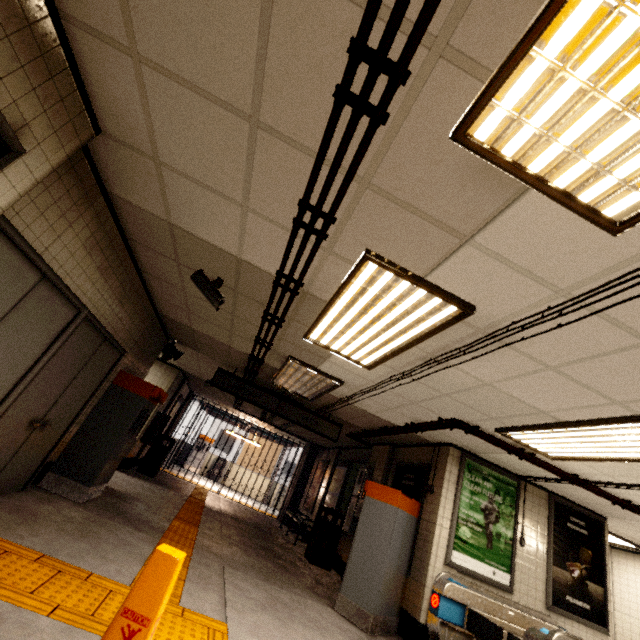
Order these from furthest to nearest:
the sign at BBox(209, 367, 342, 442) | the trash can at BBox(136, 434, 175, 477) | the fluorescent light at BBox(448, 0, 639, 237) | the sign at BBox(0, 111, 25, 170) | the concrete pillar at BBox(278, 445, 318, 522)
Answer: the concrete pillar at BBox(278, 445, 318, 522)
the trash can at BBox(136, 434, 175, 477)
the sign at BBox(209, 367, 342, 442)
the sign at BBox(0, 111, 25, 170)
the fluorescent light at BBox(448, 0, 639, 237)

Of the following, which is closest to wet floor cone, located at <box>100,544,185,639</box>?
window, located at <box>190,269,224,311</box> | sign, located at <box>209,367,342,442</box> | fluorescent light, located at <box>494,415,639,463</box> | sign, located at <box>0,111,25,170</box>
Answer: sign, located at <box>0,111,25,170</box>

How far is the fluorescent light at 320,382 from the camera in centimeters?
514cm

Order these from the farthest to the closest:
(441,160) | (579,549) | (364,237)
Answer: (579,549) < (364,237) < (441,160)

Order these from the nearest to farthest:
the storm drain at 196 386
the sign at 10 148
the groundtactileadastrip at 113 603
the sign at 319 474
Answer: the sign at 10 148 → the groundtactileadastrip at 113 603 → the storm drain at 196 386 → the sign at 319 474

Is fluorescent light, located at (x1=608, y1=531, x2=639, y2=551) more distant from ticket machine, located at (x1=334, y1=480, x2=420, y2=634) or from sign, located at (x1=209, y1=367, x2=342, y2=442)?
sign, located at (x1=209, y1=367, x2=342, y2=442)

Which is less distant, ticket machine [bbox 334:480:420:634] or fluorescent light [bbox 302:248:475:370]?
fluorescent light [bbox 302:248:475:370]

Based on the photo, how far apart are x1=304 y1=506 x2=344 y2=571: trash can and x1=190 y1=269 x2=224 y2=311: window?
6.5 meters
